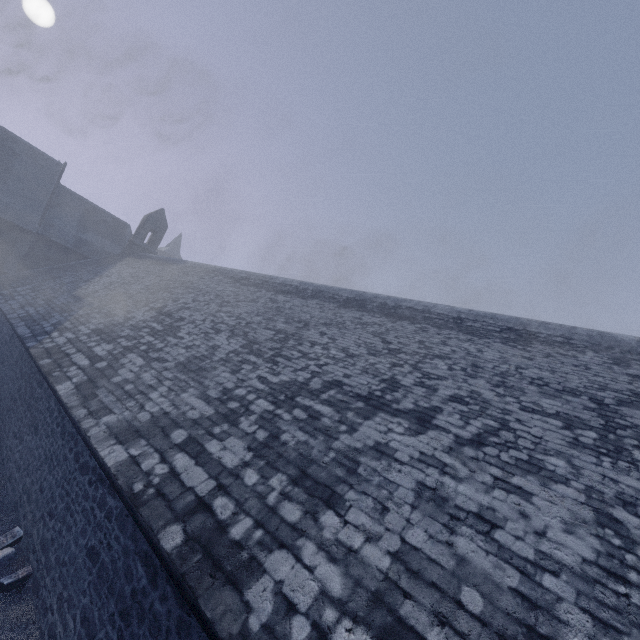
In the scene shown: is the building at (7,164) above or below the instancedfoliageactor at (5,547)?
above

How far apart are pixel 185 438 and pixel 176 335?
5.14m

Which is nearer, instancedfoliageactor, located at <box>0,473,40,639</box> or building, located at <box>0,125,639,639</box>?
building, located at <box>0,125,639,639</box>

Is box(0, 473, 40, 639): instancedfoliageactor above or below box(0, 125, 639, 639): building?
below

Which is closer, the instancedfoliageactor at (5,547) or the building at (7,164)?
the building at (7,164)
